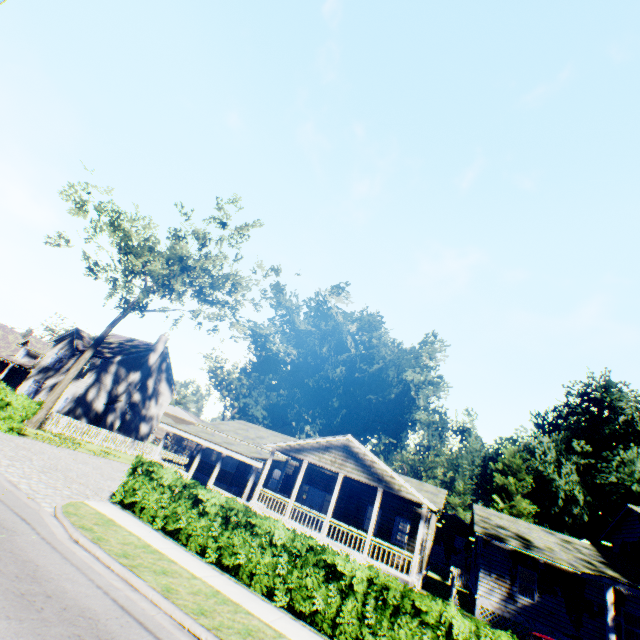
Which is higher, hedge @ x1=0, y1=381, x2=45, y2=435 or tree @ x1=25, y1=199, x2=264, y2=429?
tree @ x1=25, y1=199, x2=264, y2=429

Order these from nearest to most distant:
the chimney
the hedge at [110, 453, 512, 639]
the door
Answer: the hedge at [110, 453, 512, 639] < the door < the chimney

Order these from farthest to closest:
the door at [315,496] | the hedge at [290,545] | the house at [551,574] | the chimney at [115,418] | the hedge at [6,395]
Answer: the chimney at [115,418] → the door at [315,496] → the house at [551,574] → the hedge at [6,395] → the hedge at [290,545]

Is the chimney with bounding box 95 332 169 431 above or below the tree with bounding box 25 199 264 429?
below

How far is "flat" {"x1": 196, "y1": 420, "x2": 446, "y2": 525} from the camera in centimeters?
1853cm

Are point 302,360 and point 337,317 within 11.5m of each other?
yes

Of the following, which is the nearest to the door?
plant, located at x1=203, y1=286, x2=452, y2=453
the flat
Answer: the flat

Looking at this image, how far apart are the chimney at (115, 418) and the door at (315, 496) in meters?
22.9 m
